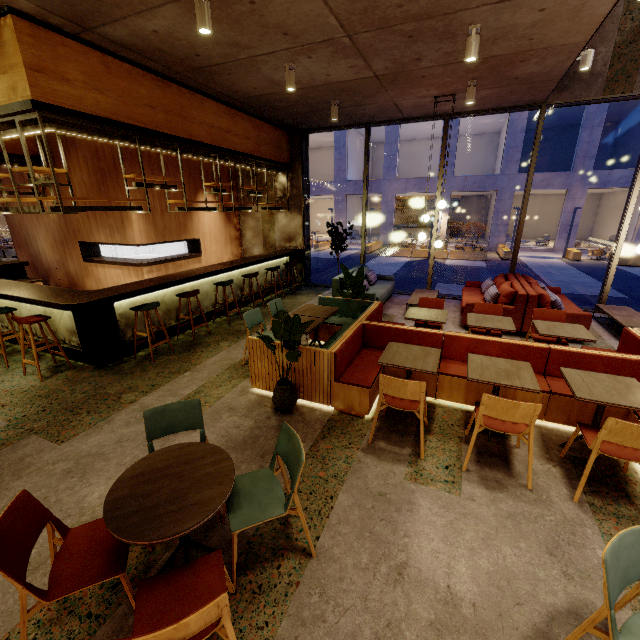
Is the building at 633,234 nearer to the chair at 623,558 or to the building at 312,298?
the building at 312,298

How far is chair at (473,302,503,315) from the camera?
5.5 meters

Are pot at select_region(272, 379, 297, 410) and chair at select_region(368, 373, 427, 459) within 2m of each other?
yes

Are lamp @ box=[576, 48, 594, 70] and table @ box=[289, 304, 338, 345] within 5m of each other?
Answer: no

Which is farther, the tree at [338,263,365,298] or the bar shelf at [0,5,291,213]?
the tree at [338,263,365,298]

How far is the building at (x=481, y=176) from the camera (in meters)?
21.08

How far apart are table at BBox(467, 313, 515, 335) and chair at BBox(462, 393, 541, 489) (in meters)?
1.69

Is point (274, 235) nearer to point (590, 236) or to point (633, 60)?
point (633, 60)
